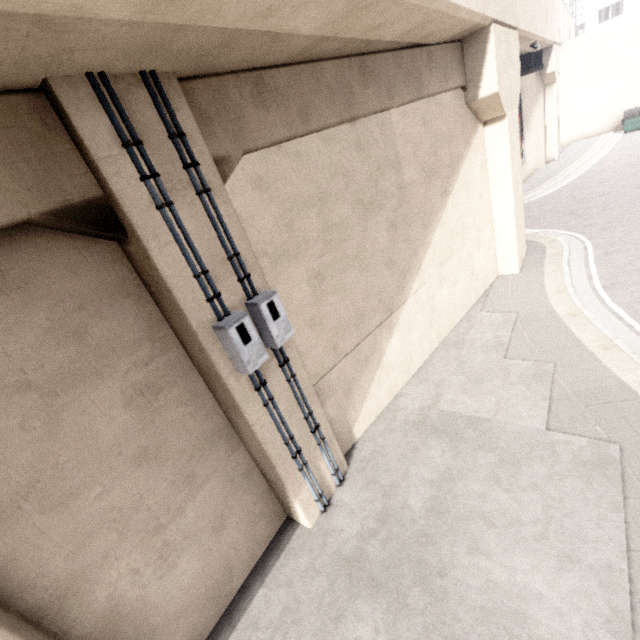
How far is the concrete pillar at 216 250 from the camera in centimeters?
338cm

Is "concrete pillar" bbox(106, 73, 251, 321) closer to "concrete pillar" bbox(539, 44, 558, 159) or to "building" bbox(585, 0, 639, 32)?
"concrete pillar" bbox(539, 44, 558, 159)

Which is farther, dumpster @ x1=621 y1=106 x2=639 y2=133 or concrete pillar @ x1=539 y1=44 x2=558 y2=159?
dumpster @ x1=621 y1=106 x2=639 y2=133

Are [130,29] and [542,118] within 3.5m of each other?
no

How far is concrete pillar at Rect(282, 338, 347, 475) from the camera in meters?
5.3 m

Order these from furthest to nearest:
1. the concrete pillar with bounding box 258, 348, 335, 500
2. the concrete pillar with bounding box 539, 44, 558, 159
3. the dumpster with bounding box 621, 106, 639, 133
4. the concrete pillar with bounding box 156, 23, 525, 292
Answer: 1. the dumpster with bounding box 621, 106, 639, 133
2. the concrete pillar with bounding box 539, 44, 558, 159
3. the concrete pillar with bounding box 258, 348, 335, 500
4. the concrete pillar with bounding box 156, 23, 525, 292

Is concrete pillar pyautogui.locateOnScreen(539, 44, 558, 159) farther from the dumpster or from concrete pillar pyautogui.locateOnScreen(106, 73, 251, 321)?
concrete pillar pyautogui.locateOnScreen(106, 73, 251, 321)

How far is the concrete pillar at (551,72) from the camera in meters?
20.2
